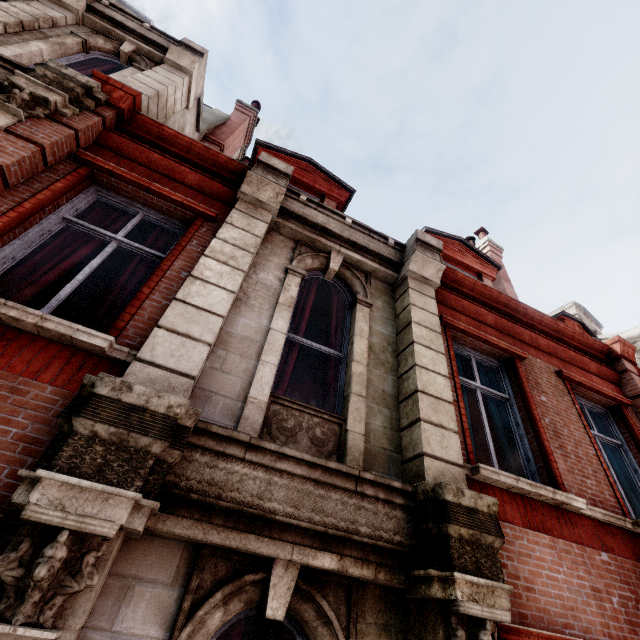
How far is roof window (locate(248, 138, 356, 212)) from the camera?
7.4 meters

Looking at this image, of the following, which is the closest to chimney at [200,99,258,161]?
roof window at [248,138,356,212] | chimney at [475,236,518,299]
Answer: roof window at [248,138,356,212]

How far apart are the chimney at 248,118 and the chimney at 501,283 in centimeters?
895cm

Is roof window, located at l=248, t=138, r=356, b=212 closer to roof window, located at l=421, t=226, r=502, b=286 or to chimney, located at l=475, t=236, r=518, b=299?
roof window, located at l=421, t=226, r=502, b=286

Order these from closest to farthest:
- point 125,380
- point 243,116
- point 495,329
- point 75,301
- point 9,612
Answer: point 9,612, point 125,380, point 75,301, point 495,329, point 243,116

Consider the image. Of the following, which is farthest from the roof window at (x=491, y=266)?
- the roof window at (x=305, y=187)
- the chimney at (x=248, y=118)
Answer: the chimney at (x=248, y=118)

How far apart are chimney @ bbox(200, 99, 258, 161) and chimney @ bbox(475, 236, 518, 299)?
8.95m
